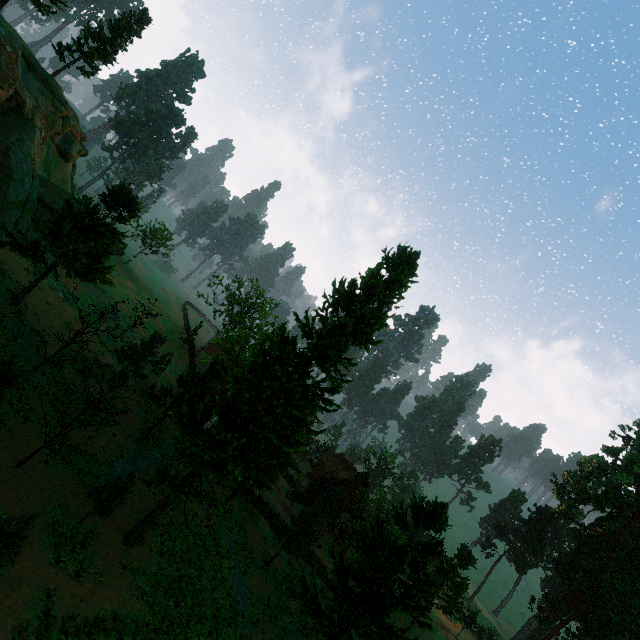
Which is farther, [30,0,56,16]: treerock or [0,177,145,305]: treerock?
[30,0,56,16]: treerock

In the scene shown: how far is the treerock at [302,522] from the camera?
25.92m

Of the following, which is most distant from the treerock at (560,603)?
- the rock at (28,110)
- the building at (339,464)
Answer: the rock at (28,110)

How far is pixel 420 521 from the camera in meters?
20.9

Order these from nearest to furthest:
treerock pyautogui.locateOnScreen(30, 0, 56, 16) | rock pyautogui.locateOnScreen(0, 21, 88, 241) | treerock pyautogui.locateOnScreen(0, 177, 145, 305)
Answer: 1. treerock pyautogui.locateOnScreen(0, 177, 145, 305)
2. rock pyautogui.locateOnScreen(0, 21, 88, 241)
3. treerock pyautogui.locateOnScreen(30, 0, 56, 16)

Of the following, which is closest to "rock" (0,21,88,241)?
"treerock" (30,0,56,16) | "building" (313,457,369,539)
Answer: "treerock" (30,0,56,16)
